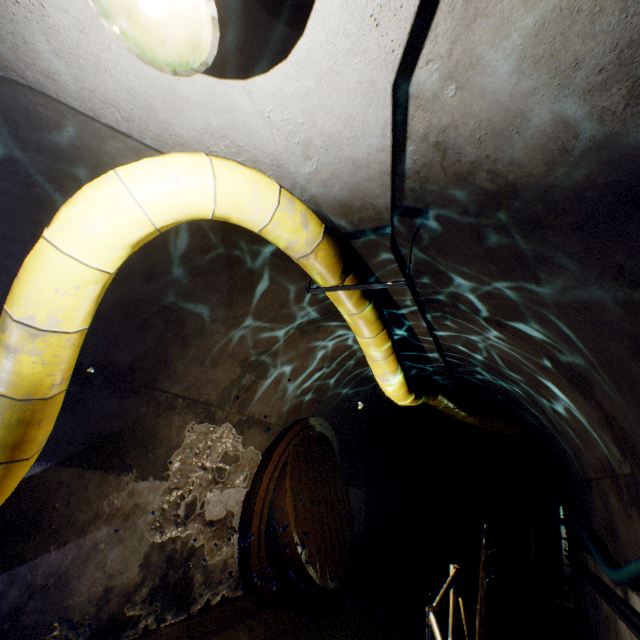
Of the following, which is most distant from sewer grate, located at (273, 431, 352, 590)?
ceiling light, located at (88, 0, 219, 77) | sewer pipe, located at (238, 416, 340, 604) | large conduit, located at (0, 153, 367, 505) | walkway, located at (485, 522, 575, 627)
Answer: ceiling light, located at (88, 0, 219, 77)

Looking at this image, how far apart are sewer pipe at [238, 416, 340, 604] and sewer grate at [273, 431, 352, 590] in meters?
0.0

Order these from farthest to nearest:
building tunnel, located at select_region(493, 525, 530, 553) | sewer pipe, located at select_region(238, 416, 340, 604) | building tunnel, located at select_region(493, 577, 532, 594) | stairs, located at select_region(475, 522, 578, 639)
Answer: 1. building tunnel, located at select_region(493, 525, 530, 553)
2. building tunnel, located at select_region(493, 577, 532, 594)
3. stairs, located at select_region(475, 522, 578, 639)
4. sewer pipe, located at select_region(238, 416, 340, 604)

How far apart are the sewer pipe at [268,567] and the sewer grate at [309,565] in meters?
0.0 m

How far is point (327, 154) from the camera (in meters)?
2.15

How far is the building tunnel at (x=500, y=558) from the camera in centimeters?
948cm

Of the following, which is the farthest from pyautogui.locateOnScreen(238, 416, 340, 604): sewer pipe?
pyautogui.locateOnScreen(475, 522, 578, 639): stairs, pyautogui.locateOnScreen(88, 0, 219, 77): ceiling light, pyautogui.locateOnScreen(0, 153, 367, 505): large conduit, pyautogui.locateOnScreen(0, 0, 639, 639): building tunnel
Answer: pyautogui.locateOnScreen(88, 0, 219, 77): ceiling light

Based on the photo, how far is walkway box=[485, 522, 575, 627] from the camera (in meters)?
5.97
